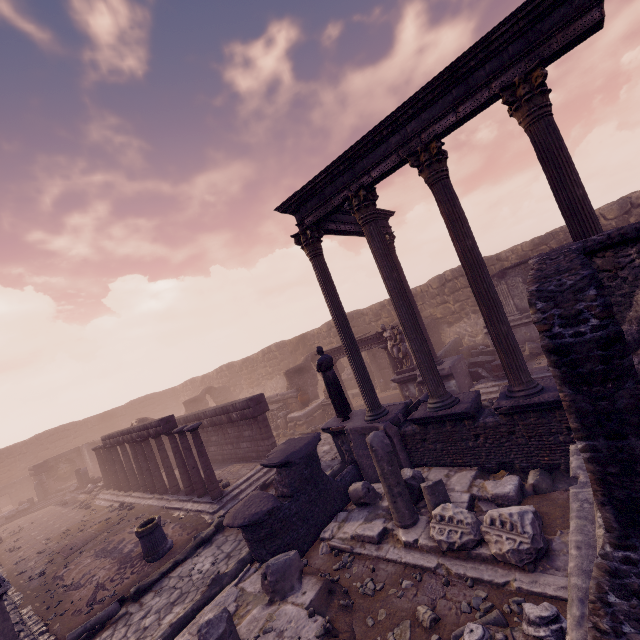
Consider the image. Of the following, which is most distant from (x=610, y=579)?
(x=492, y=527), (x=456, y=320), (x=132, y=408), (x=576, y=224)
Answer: (x=132, y=408)

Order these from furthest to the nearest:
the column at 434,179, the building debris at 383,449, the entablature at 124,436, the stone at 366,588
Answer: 1. the entablature at 124,436
2. the column at 434,179
3. the stone at 366,588
4. the building debris at 383,449

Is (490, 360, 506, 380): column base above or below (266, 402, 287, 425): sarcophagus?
below

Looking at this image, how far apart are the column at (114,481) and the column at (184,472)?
5.05m

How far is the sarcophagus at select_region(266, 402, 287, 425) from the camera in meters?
18.7

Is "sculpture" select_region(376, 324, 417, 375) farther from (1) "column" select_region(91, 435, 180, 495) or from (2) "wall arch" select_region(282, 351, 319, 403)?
(1) "column" select_region(91, 435, 180, 495)

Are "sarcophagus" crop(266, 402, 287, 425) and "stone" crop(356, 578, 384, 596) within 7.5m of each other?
no

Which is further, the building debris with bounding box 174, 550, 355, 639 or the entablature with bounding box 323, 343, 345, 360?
the entablature with bounding box 323, 343, 345, 360
